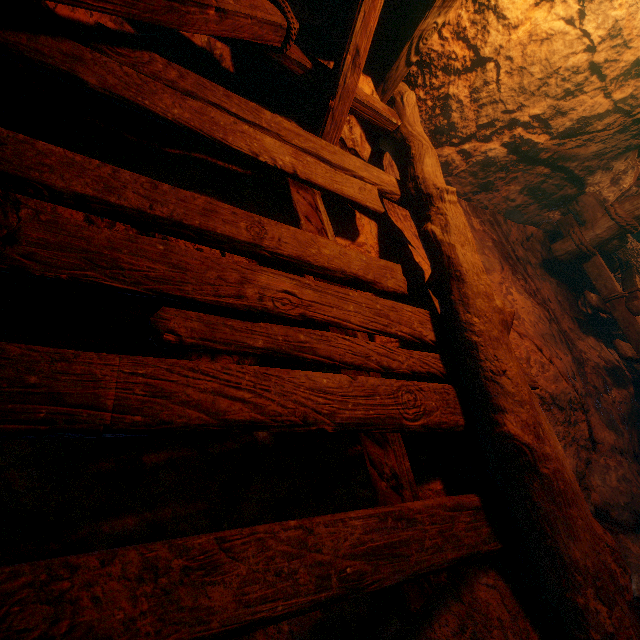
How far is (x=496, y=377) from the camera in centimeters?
171cm
